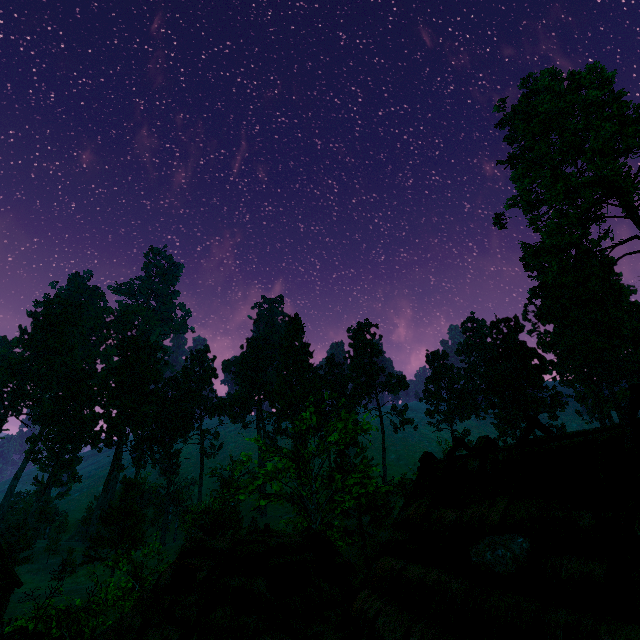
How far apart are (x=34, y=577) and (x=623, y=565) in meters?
54.6 m

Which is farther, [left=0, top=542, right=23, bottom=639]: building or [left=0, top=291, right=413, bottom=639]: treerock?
[left=0, top=291, right=413, bottom=639]: treerock

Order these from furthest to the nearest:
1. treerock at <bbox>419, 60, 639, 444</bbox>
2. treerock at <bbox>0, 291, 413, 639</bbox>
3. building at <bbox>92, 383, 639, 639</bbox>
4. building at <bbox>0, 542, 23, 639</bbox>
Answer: treerock at <bbox>419, 60, 639, 444</bbox>
treerock at <bbox>0, 291, 413, 639</bbox>
building at <bbox>0, 542, 23, 639</bbox>
building at <bbox>92, 383, 639, 639</bbox>

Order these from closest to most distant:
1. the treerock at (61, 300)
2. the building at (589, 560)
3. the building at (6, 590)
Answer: the building at (589, 560) < the building at (6, 590) < the treerock at (61, 300)

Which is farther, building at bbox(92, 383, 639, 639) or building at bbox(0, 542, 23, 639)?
building at bbox(0, 542, 23, 639)

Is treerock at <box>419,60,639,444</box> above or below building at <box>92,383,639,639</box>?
above

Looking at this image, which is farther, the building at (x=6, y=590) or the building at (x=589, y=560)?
the building at (x=6, y=590)

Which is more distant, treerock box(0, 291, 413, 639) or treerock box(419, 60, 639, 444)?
treerock box(419, 60, 639, 444)
